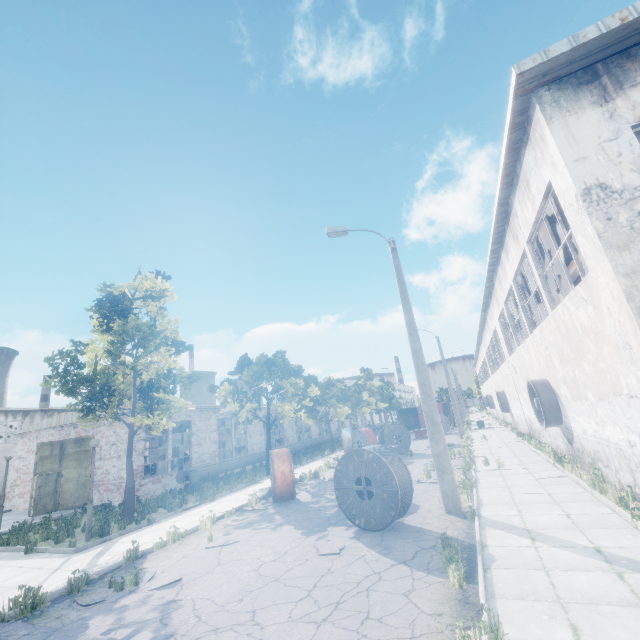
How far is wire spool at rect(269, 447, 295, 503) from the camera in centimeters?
1264cm

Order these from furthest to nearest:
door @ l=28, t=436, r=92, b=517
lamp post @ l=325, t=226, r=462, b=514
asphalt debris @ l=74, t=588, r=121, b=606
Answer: door @ l=28, t=436, r=92, b=517
lamp post @ l=325, t=226, r=462, b=514
asphalt debris @ l=74, t=588, r=121, b=606

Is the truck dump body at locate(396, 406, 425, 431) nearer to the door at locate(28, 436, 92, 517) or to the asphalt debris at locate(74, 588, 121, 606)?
the door at locate(28, 436, 92, 517)

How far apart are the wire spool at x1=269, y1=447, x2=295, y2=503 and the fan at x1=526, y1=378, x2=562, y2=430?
10.2m

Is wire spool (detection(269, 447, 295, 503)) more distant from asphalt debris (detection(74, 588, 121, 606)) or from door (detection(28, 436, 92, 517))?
door (detection(28, 436, 92, 517))

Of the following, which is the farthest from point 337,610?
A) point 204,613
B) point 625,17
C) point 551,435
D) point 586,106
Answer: point 551,435

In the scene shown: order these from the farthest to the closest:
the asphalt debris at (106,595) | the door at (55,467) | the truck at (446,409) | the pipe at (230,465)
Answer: the truck at (446,409), the pipe at (230,465), the door at (55,467), the asphalt debris at (106,595)

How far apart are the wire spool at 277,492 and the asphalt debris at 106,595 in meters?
5.3 m
